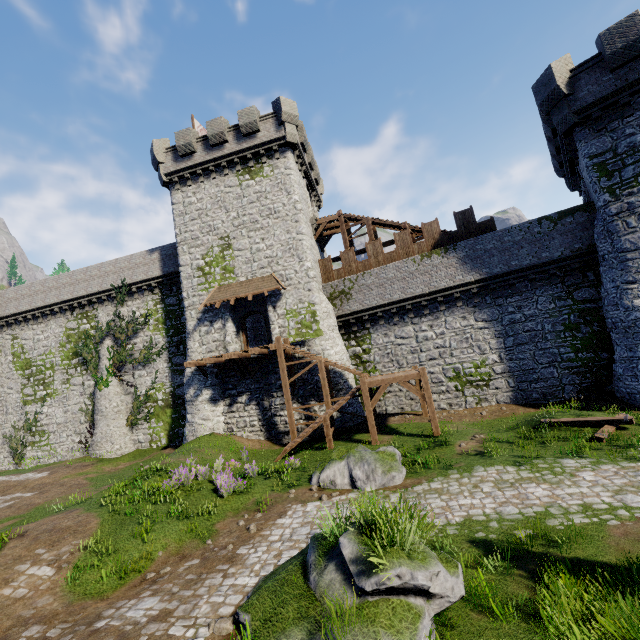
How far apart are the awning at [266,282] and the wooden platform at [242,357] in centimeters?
309cm

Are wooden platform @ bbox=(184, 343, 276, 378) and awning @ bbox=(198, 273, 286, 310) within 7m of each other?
yes

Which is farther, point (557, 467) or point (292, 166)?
point (292, 166)

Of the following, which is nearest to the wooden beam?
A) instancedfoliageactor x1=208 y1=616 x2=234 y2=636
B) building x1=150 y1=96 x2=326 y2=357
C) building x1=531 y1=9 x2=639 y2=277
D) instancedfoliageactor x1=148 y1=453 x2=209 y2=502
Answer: building x1=531 y1=9 x2=639 y2=277

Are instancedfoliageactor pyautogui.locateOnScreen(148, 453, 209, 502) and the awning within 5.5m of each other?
no

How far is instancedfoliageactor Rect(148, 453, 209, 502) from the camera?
12.2 meters

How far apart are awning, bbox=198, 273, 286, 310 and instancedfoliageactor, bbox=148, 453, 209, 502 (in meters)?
10.49

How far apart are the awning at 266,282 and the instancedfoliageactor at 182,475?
10.5 meters
